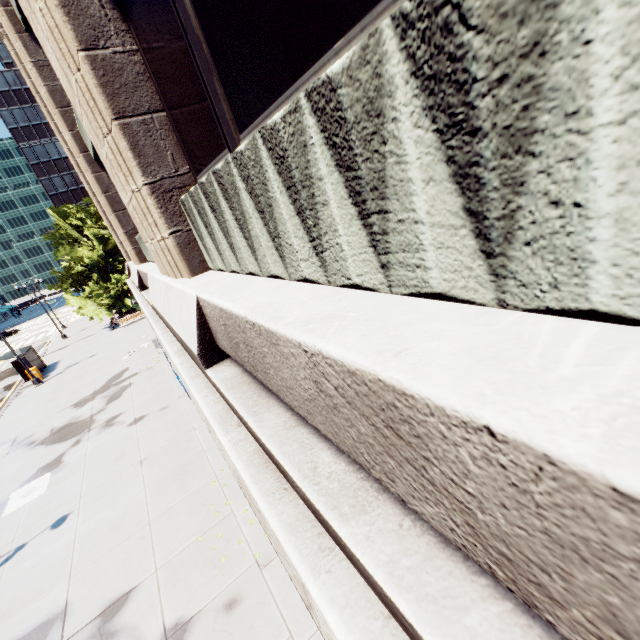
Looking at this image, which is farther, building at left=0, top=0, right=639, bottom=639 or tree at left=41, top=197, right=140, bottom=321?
tree at left=41, top=197, right=140, bottom=321

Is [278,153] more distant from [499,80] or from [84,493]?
[84,493]

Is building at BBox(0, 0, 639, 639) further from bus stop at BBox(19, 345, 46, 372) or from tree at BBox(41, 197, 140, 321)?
bus stop at BBox(19, 345, 46, 372)

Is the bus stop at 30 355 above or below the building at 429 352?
below

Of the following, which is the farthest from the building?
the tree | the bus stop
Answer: the bus stop

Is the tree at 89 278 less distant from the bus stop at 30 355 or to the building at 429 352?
the bus stop at 30 355

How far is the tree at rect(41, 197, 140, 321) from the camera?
31.90m
